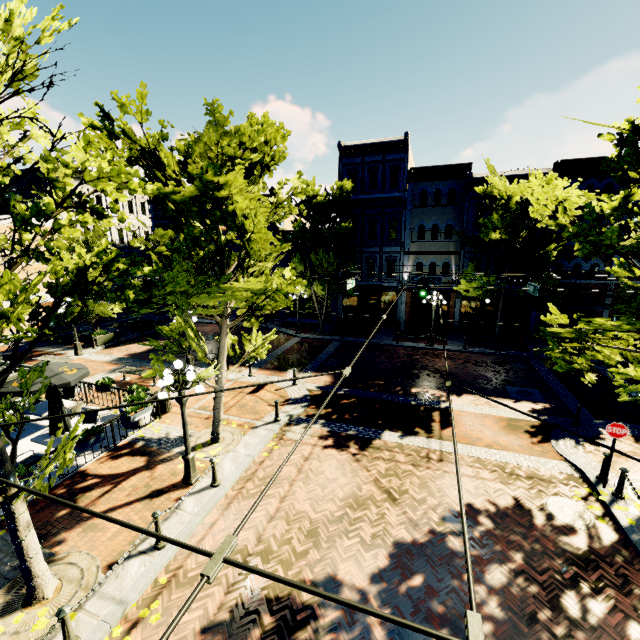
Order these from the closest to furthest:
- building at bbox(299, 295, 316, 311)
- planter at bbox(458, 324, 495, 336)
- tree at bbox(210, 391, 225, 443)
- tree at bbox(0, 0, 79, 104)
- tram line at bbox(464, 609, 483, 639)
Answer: tram line at bbox(464, 609, 483, 639), tree at bbox(0, 0, 79, 104), tree at bbox(210, 391, 225, 443), planter at bbox(458, 324, 495, 336), building at bbox(299, 295, 316, 311)

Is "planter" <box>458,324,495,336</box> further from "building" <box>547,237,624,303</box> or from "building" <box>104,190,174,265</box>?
"building" <box>547,237,624,303</box>

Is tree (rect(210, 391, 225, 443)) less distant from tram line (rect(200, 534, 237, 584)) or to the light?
the light

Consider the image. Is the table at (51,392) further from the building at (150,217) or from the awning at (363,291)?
the awning at (363,291)

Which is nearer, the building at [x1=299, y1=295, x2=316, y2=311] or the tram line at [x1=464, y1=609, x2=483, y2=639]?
the tram line at [x1=464, y1=609, x2=483, y2=639]

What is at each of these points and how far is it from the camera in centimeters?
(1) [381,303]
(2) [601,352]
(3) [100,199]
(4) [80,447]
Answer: (1) building, 2647cm
(2) tree, 920cm
(3) building, 3042cm
(4) planter, 953cm

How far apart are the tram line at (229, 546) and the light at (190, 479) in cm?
706

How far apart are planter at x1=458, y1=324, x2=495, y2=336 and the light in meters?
20.7
